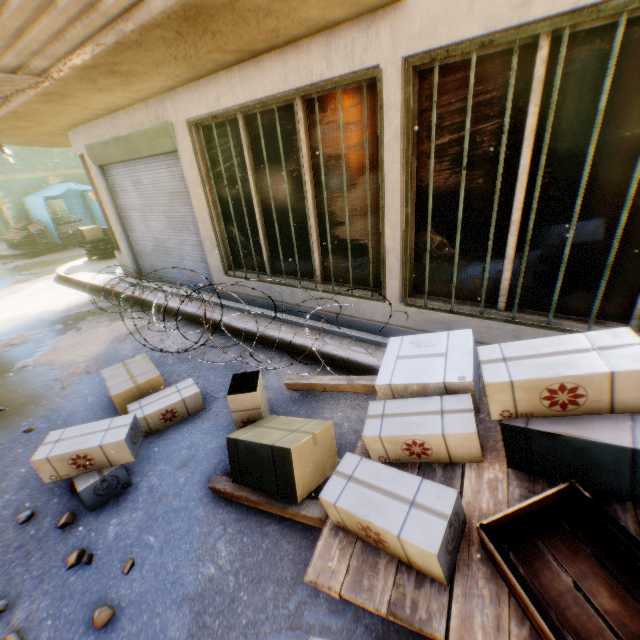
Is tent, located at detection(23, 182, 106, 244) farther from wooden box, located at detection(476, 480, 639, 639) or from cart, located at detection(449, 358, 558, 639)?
wooden box, located at detection(476, 480, 639, 639)

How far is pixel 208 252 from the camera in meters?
5.8 m

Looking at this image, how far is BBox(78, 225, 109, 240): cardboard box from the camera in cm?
1067

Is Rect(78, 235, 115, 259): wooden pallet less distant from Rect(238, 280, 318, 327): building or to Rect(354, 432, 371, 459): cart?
Rect(238, 280, 318, 327): building

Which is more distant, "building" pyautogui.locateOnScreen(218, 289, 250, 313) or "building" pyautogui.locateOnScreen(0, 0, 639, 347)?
"building" pyautogui.locateOnScreen(218, 289, 250, 313)

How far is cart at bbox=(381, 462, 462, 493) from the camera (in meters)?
1.99

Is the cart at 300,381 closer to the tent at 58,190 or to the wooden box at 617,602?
the wooden box at 617,602

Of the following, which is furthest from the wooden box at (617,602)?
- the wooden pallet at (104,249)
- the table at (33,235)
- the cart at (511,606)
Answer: the table at (33,235)
